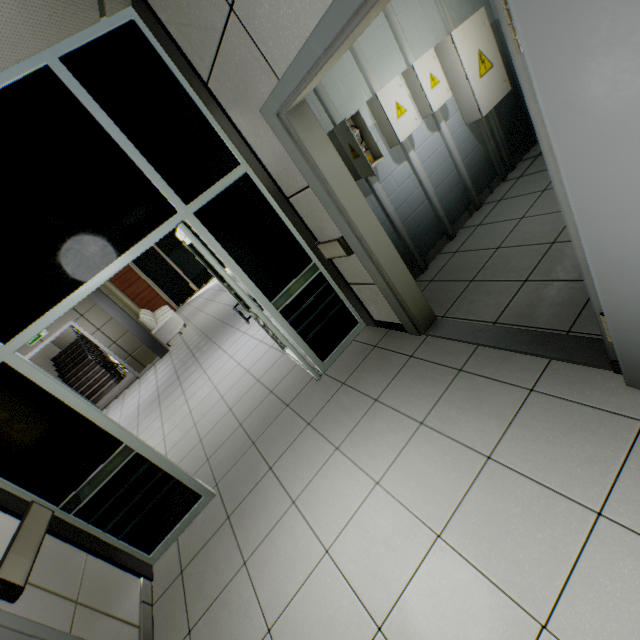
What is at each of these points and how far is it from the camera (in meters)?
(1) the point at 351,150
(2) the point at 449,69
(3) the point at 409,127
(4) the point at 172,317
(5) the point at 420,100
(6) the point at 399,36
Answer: (1) electrical shield door, 2.84
(2) electrical shield, 3.57
(3) electrical shield door, 3.28
(4) sofa, 9.69
(5) electrical shield, 3.42
(6) cable duct, 3.25

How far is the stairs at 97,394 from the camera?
→ 9.46m

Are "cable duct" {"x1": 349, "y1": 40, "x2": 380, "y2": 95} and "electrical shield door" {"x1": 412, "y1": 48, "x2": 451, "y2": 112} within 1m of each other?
yes

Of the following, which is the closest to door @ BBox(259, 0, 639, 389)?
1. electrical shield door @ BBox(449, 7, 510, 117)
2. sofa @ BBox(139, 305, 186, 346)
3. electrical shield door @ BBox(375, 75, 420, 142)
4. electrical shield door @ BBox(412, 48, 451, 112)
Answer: electrical shield door @ BBox(375, 75, 420, 142)

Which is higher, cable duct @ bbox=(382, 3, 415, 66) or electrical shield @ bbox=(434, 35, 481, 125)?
cable duct @ bbox=(382, 3, 415, 66)

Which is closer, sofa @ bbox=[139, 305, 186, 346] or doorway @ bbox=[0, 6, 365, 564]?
doorway @ bbox=[0, 6, 365, 564]

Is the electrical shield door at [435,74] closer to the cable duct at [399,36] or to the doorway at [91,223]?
the cable duct at [399,36]

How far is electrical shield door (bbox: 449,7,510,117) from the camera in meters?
3.4 m
